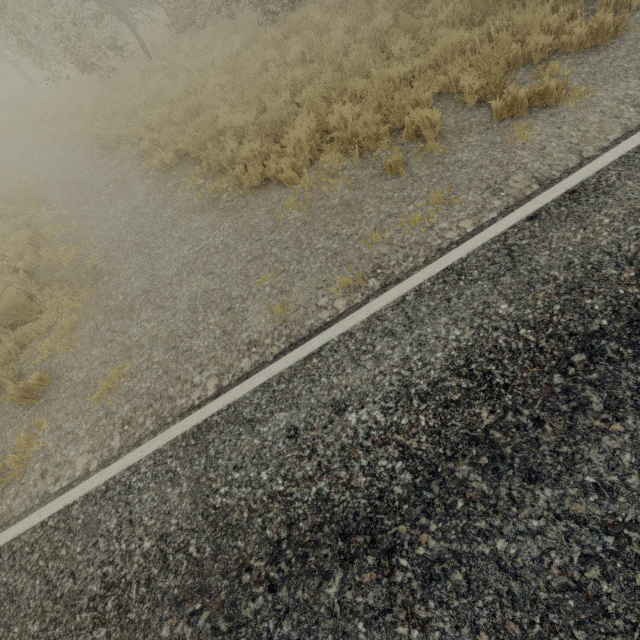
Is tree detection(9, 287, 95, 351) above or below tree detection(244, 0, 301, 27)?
below

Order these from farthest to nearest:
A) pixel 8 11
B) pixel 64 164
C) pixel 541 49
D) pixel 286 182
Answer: pixel 64 164 → pixel 8 11 → pixel 286 182 → pixel 541 49

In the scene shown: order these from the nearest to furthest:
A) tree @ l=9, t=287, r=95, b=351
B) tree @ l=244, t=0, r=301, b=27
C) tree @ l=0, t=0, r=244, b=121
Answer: tree @ l=9, t=287, r=95, b=351, tree @ l=244, t=0, r=301, b=27, tree @ l=0, t=0, r=244, b=121

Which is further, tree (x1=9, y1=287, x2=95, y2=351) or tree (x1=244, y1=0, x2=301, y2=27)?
tree (x1=244, y1=0, x2=301, y2=27)

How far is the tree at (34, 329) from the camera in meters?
6.2 m

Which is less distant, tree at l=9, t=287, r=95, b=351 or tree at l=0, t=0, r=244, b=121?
A: tree at l=9, t=287, r=95, b=351

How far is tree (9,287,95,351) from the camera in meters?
6.2 m

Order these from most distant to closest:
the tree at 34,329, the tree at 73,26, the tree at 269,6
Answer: the tree at 73,26, the tree at 269,6, the tree at 34,329
